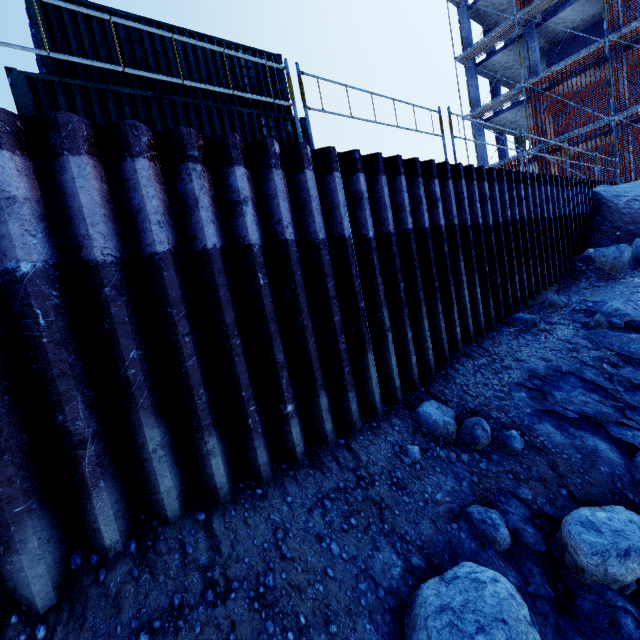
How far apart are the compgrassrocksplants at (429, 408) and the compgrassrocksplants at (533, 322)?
3.6m

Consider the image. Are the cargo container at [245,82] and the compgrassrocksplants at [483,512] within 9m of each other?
no

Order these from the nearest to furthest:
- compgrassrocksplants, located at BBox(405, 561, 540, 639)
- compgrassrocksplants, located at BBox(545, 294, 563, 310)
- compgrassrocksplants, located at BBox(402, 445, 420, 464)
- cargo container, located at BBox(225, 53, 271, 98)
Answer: compgrassrocksplants, located at BBox(405, 561, 540, 639) → compgrassrocksplants, located at BBox(402, 445, 420, 464) → compgrassrocksplants, located at BBox(545, 294, 563, 310) → cargo container, located at BBox(225, 53, 271, 98)

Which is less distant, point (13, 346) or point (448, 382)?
point (13, 346)

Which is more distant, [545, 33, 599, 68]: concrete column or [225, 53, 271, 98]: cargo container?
[545, 33, 599, 68]: concrete column

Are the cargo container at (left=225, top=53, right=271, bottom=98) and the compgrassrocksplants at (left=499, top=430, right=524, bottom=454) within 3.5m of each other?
no

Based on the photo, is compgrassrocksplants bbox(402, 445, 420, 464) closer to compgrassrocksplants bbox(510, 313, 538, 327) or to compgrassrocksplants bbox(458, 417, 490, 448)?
compgrassrocksplants bbox(458, 417, 490, 448)

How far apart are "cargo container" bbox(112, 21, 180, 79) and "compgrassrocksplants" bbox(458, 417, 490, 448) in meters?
8.6 m
